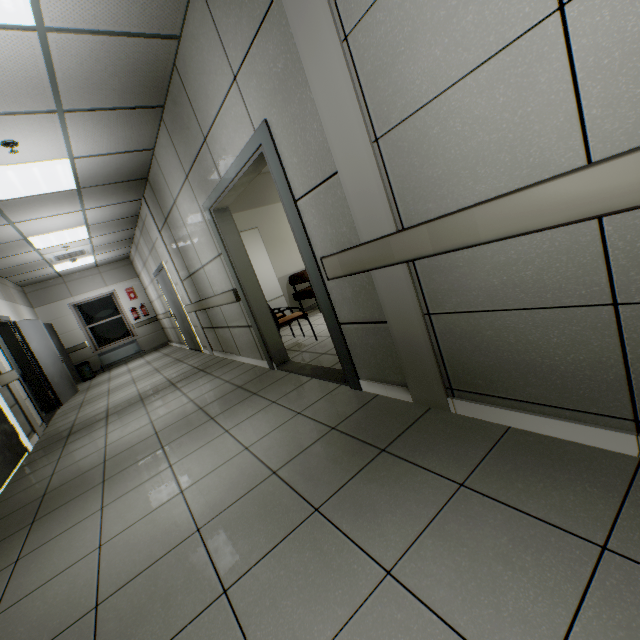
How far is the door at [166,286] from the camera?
7.3m

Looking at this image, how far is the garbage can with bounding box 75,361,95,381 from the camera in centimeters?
991cm

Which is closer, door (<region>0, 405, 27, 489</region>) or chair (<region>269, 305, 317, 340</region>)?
door (<region>0, 405, 27, 489</region>)

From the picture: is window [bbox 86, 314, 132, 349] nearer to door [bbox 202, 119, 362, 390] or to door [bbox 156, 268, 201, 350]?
door [bbox 156, 268, 201, 350]

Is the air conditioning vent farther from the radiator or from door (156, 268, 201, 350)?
the radiator

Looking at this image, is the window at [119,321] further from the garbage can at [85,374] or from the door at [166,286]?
the door at [166,286]

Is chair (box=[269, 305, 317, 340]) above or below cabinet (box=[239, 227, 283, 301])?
below

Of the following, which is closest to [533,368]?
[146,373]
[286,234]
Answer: [286,234]
